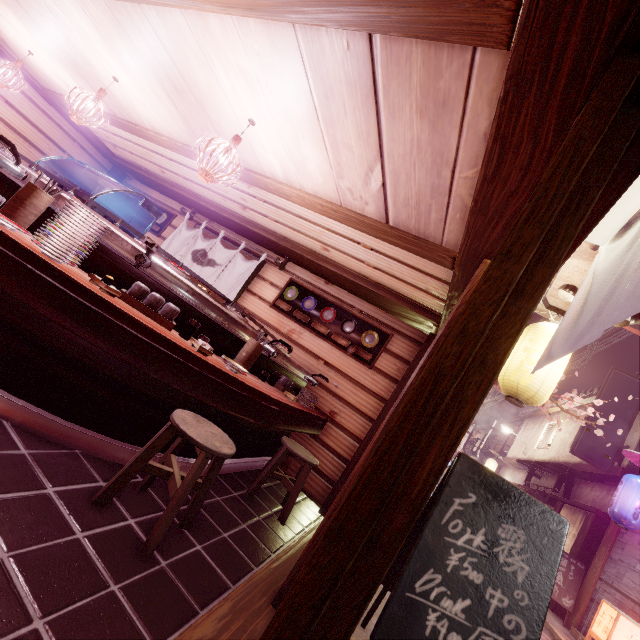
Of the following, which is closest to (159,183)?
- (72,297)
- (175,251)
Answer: (175,251)

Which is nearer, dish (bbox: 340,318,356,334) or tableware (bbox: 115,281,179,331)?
tableware (bbox: 115,281,179,331)

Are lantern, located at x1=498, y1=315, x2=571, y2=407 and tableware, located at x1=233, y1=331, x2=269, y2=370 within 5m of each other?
no

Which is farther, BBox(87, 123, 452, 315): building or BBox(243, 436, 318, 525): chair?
BBox(87, 123, 452, 315): building

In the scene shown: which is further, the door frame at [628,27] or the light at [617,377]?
the light at [617,377]

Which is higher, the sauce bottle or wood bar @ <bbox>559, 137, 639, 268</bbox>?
wood bar @ <bbox>559, 137, 639, 268</bbox>

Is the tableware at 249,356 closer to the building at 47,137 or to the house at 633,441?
the building at 47,137

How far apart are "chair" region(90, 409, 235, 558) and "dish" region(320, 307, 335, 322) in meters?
5.5 m
